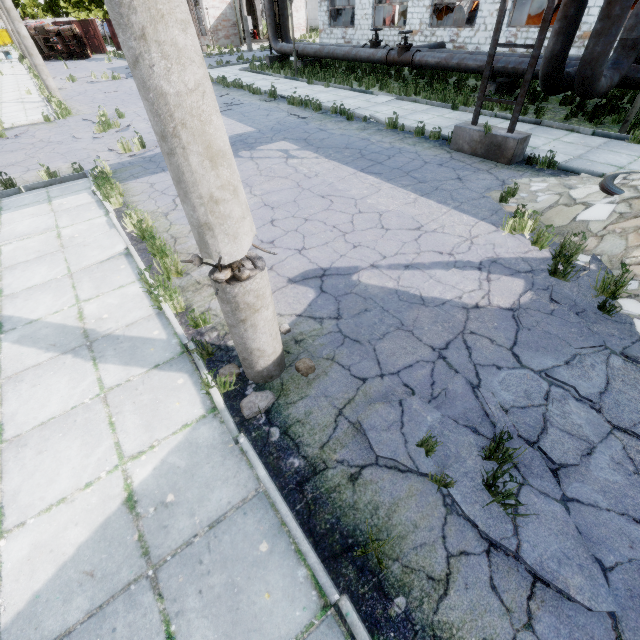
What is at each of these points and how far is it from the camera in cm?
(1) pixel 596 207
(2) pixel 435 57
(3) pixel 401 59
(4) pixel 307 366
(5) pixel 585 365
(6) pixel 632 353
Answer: (1) concrete debris, 519
(2) pipe, 1361
(3) pipe valve, 1481
(4) lamp post, 365
(5) asphalt debris, 356
(6) asphalt debris, 365

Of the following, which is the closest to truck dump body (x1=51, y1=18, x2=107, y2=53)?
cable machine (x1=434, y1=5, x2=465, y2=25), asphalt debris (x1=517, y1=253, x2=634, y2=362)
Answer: cable machine (x1=434, y1=5, x2=465, y2=25)

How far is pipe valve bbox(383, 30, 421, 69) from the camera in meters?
14.3 m

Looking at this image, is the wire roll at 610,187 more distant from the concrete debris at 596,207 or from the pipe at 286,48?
the pipe at 286,48

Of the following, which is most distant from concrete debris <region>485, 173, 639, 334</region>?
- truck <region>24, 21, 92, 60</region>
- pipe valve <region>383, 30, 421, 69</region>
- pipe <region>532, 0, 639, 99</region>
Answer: truck <region>24, 21, 92, 60</region>

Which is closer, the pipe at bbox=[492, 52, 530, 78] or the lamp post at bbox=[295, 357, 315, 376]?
the lamp post at bbox=[295, 357, 315, 376]

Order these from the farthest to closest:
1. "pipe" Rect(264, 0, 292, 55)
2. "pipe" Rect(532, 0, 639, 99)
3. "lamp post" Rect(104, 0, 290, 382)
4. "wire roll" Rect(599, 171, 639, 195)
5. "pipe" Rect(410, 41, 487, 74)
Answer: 1. "pipe" Rect(264, 0, 292, 55)
2. "pipe" Rect(410, 41, 487, 74)
3. "pipe" Rect(532, 0, 639, 99)
4. "wire roll" Rect(599, 171, 639, 195)
5. "lamp post" Rect(104, 0, 290, 382)

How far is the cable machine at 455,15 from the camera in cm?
1933
